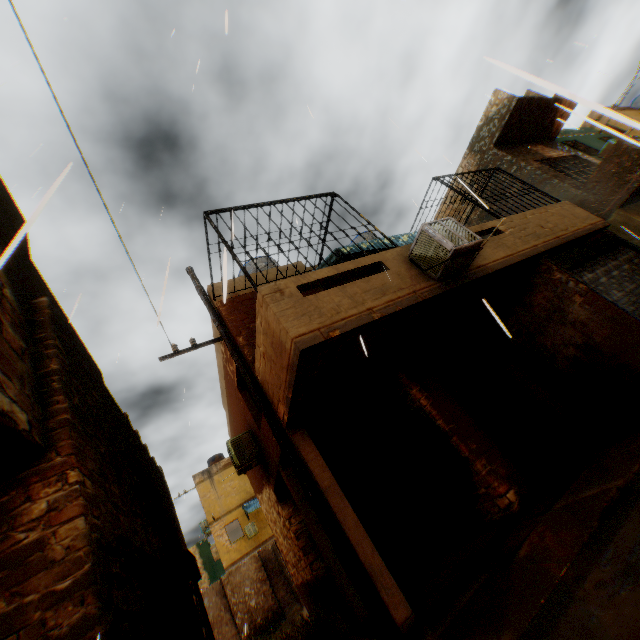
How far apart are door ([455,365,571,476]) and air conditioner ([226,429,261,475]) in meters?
5.5

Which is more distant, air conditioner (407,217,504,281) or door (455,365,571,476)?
door (455,365,571,476)

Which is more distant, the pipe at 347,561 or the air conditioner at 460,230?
the air conditioner at 460,230

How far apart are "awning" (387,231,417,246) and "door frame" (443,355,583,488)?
3.4m

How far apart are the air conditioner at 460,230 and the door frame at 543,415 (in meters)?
2.56

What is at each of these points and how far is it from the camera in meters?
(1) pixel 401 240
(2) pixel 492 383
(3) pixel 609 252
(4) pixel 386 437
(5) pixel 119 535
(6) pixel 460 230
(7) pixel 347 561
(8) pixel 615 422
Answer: (1) awning, 8.7
(2) door, 7.6
(3) rolling overhead door, 8.2
(4) shutter, 8.3
(5) building, 3.8
(6) air conditioner, 5.7
(7) pipe, 4.9
(8) wooden pallet, 6.0

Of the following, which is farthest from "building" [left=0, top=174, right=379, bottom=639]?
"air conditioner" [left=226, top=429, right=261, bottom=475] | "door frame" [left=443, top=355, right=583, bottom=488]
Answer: "air conditioner" [left=226, top=429, right=261, bottom=475]

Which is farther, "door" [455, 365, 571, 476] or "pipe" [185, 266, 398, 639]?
"door" [455, 365, 571, 476]
